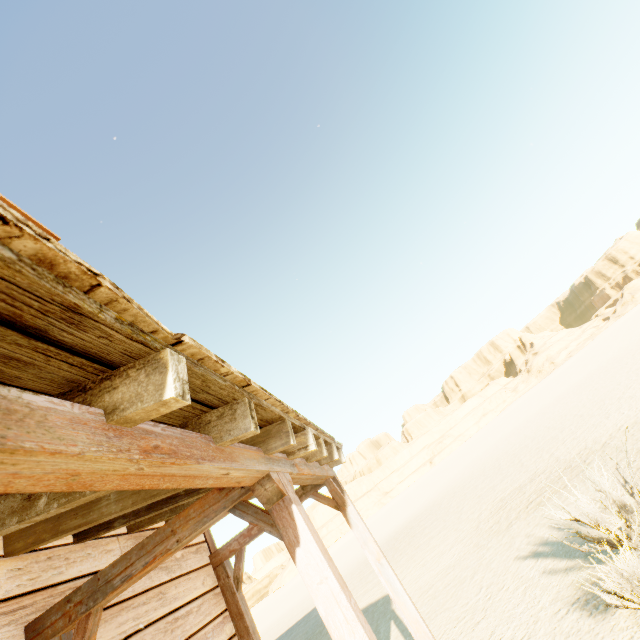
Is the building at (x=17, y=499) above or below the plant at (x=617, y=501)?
above

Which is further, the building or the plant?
the plant

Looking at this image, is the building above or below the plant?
above

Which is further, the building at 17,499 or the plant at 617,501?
the plant at 617,501

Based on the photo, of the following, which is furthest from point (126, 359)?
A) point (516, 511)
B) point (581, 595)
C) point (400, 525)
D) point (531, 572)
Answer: point (400, 525)
